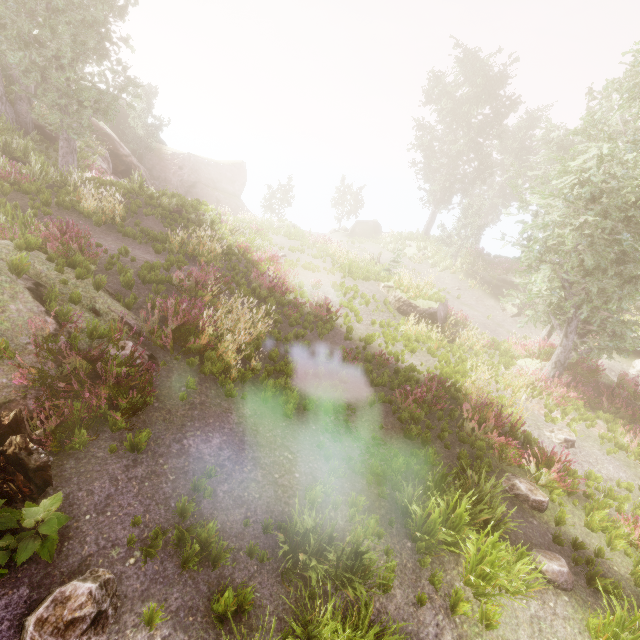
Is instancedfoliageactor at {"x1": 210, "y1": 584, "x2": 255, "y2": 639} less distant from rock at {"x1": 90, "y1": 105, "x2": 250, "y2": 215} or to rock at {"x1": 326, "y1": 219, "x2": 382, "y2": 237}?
rock at {"x1": 90, "y1": 105, "x2": 250, "y2": 215}

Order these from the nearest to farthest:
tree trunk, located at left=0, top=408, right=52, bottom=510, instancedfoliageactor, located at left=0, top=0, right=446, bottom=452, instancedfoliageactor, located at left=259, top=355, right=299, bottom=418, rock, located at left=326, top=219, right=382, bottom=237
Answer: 1. tree trunk, located at left=0, top=408, right=52, bottom=510
2. instancedfoliageactor, located at left=0, top=0, right=446, bottom=452
3. instancedfoliageactor, located at left=259, top=355, right=299, bottom=418
4. rock, located at left=326, top=219, right=382, bottom=237

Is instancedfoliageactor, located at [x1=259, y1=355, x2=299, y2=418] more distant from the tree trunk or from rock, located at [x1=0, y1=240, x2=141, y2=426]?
the tree trunk

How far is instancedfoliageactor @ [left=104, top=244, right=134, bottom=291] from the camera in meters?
7.9 m

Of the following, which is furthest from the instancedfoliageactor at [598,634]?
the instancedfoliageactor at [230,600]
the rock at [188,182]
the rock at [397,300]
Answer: the rock at [397,300]

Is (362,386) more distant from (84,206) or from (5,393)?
(84,206)

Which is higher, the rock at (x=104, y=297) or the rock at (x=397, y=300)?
the rock at (x=104, y=297)

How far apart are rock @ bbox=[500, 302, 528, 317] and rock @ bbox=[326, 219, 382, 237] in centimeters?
1530cm
